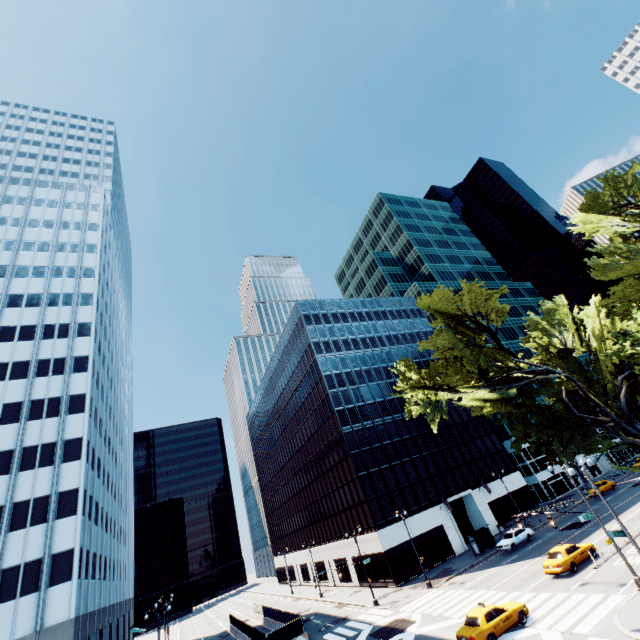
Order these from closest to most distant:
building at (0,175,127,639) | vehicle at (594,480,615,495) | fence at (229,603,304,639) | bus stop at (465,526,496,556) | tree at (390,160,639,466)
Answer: tree at (390,160,639,466), building at (0,175,127,639), fence at (229,603,304,639), bus stop at (465,526,496,556), vehicle at (594,480,615,495)

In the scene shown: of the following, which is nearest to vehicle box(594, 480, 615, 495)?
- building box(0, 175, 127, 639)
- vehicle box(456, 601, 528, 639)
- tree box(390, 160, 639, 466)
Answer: tree box(390, 160, 639, 466)

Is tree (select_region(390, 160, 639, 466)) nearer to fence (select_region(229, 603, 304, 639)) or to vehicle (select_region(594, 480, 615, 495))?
vehicle (select_region(594, 480, 615, 495))

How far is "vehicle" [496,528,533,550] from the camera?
36.6m

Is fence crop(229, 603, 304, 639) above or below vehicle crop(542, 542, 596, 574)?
above

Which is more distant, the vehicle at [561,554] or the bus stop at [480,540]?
the bus stop at [480,540]

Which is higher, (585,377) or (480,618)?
(585,377)

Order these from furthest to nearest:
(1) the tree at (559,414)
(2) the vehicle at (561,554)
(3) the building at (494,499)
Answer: (3) the building at (494,499) → (2) the vehicle at (561,554) → (1) the tree at (559,414)
